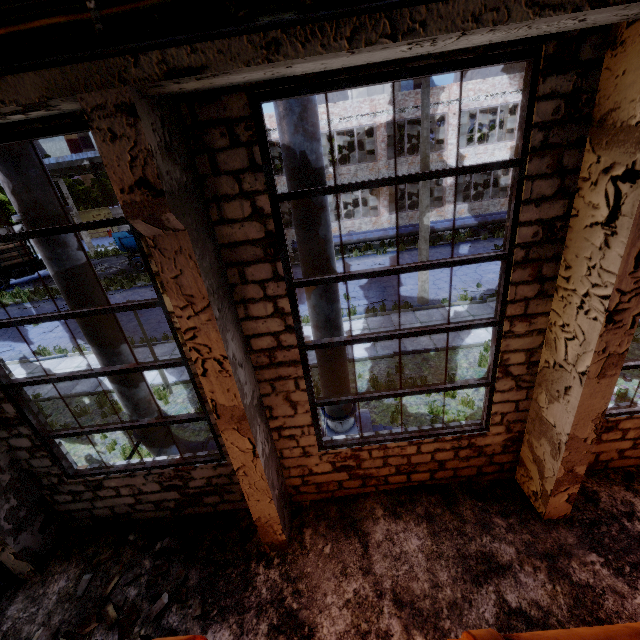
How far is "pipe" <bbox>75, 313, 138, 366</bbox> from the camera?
5.4 meters

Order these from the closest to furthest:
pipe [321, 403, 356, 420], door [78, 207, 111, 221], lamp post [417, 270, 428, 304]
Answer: pipe [321, 403, 356, 420], lamp post [417, 270, 428, 304], door [78, 207, 111, 221]

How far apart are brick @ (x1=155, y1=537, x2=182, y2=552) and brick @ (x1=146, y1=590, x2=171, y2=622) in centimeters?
67cm

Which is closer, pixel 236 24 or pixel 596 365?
pixel 236 24

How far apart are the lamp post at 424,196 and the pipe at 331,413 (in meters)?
8.04

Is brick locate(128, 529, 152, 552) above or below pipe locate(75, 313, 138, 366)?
below

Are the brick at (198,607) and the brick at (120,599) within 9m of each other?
yes

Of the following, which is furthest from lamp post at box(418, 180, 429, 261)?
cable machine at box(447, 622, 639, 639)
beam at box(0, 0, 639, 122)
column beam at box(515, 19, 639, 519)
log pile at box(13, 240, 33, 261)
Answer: log pile at box(13, 240, 33, 261)
